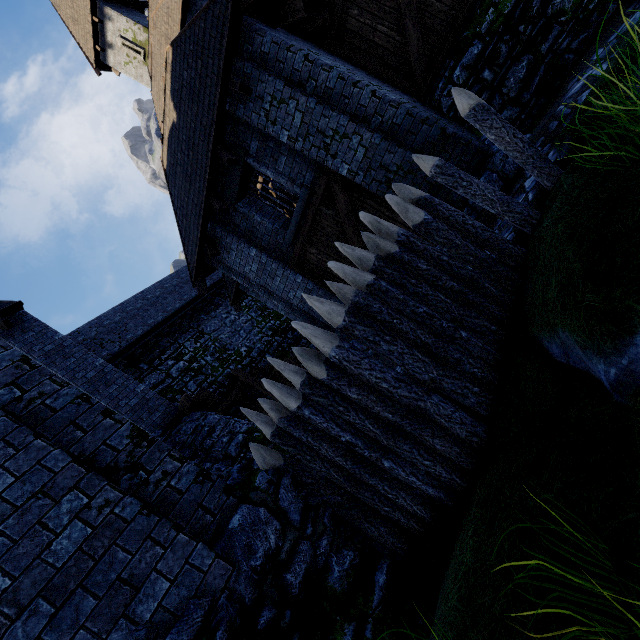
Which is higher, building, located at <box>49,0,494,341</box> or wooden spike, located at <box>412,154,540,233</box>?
building, located at <box>49,0,494,341</box>

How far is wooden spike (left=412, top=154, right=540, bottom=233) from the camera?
3.82m

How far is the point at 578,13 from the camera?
6.02m

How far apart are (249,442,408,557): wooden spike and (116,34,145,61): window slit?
23.86m

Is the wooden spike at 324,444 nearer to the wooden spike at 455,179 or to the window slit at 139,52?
the wooden spike at 455,179

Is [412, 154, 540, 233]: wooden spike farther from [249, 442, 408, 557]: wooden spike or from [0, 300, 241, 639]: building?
[0, 300, 241, 639]: building

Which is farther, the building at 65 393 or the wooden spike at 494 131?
the wooden spike at 494 131

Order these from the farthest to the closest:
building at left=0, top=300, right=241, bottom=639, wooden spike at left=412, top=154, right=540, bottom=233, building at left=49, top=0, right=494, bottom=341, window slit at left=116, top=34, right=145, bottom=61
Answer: window slit at left=116, top=34, right=145, bottom=61 < building at left=49, top=0, right=494, bottom=341 < wooden spike at left=412, top=154, right=540, bottom=233 < building at left=0, top=300, right=241, bottom=639
